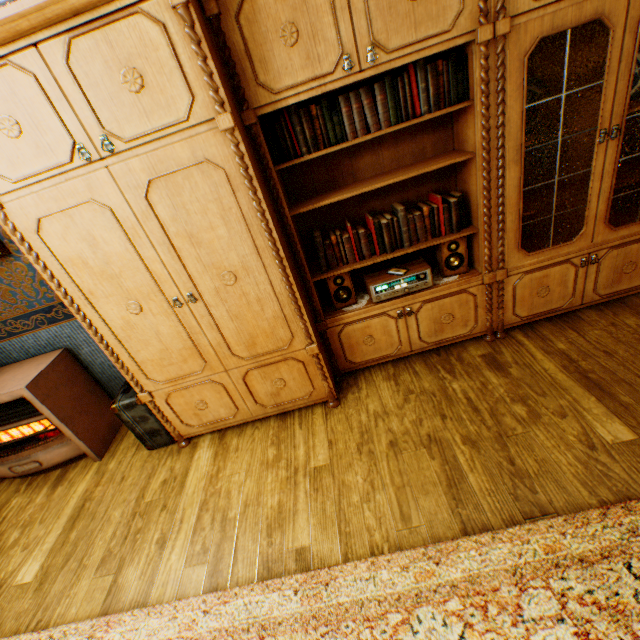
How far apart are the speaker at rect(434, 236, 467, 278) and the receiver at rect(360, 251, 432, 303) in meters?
0.1 m

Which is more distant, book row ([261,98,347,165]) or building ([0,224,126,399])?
building ([0,224,126,399])

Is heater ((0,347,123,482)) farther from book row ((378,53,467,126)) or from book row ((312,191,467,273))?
book row ((378,53,467,126))

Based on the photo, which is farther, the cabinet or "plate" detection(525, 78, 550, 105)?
"plate" detection(525, 78, 550, 105)

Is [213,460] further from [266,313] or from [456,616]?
[456,616]

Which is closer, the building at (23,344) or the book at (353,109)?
the book at (353,109)

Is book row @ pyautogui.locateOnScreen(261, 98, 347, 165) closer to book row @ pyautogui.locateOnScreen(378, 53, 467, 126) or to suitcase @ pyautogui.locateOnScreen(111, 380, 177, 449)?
book row @ pyautogui.locateOnScreen(378, 53, 467, 126)

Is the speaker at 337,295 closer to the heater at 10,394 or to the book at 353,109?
the book at 353,109
